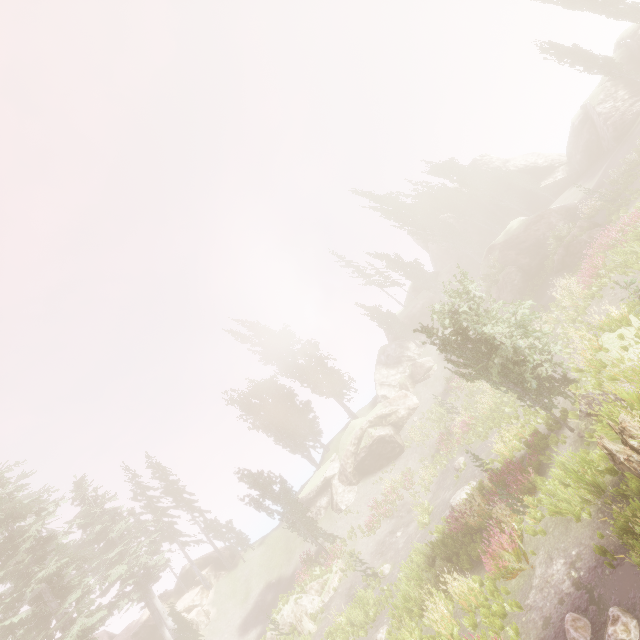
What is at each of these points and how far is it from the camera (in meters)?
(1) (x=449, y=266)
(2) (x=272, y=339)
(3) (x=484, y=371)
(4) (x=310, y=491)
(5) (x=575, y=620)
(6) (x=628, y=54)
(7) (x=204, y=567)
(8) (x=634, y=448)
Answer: (1) rock, 46.69
(2) instancedfoliageactor, 45.44
(3) instancedfoliageactor, 13.02
(4) rock, 33.62
(5) instancedfoliageactor, 6.92
(6) rock, 29.91
(7) rock, 36.28
(8) tree trunk, 7.59

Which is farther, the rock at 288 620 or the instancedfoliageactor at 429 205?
the instancedfoliageactor at 429 205

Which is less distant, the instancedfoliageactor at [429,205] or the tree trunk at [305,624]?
the tree trunk at [305,624]

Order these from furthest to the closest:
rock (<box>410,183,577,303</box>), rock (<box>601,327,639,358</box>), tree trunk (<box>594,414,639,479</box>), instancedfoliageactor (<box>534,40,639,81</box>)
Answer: rock (<box>410,183,577,303</box>)
instancedfoliageactor (<box>534,40,639,81</box>)
rock (<box>601,327,639,358</box>)
tree trunk (<box>594,414,639,479</box>)

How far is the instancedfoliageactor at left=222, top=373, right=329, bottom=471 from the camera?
39.9m

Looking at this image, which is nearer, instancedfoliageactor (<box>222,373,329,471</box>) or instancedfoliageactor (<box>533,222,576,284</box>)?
instancedfoliageactor (<box>533,222,576,284</box>)
